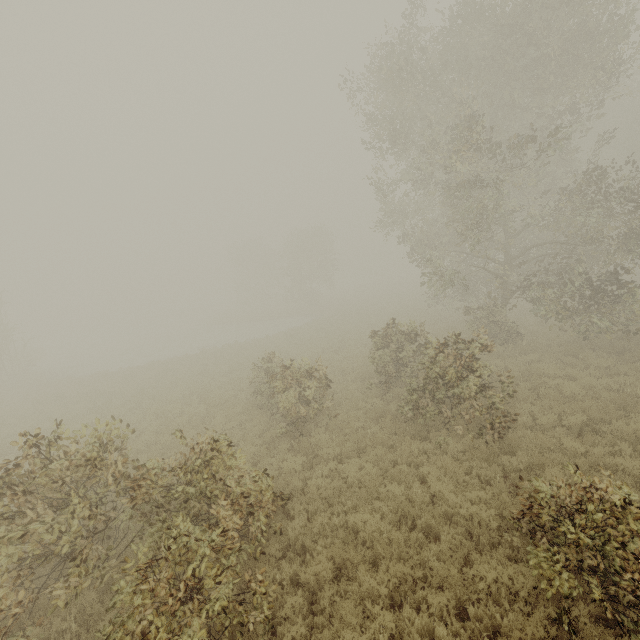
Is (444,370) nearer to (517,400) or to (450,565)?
(517,400)
